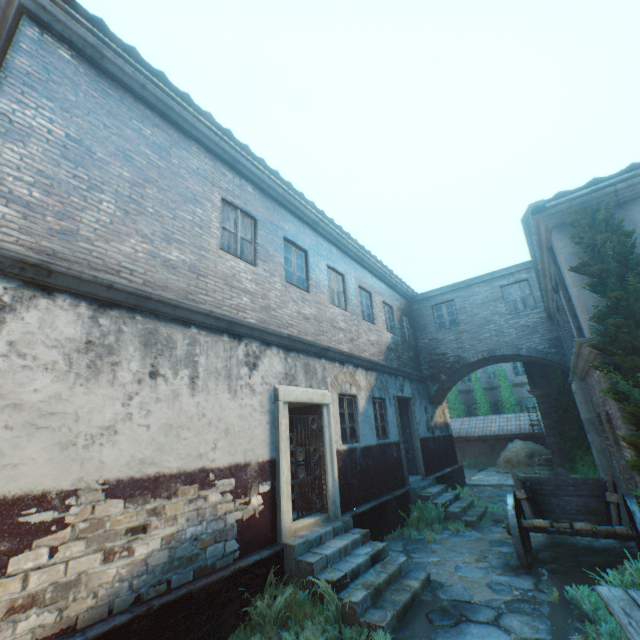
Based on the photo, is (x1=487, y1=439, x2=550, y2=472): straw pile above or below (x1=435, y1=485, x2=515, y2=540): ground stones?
above

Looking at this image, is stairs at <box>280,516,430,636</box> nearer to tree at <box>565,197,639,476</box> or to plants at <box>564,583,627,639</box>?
plants at <box>564,583,627,639</box>

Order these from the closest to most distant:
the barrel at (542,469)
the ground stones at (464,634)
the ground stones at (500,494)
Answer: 1. the ground stones at (464,634)
2. the ground stones at (500,494)
3. the barrel at (542,469)

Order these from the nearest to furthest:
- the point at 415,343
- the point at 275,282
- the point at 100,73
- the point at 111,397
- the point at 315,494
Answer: the point at 111,397 < the point at 100,73 < the point at 315,494 < the point at 275,282 < the point at 415,343

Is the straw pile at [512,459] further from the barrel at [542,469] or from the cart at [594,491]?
the cart at [594,491]

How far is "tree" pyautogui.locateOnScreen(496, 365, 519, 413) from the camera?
23.6 meters

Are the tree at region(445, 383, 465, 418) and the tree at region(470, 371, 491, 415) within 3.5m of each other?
yes

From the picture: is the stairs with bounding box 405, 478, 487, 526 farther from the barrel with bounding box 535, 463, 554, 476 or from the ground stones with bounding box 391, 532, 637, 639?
the barrel with bounding box 535, 463, 554, 476
